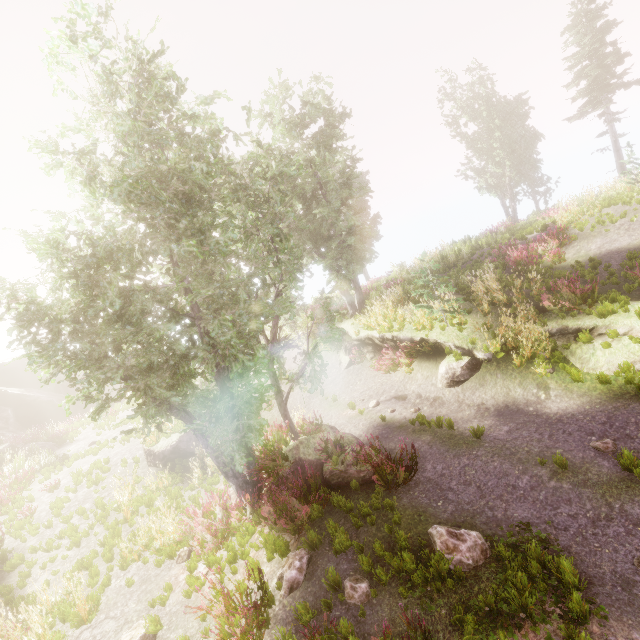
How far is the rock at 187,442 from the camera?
13.4 meters

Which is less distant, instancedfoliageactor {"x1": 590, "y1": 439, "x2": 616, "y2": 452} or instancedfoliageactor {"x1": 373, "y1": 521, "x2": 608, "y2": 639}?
instancedfoliageactor {"x1": 373, "y1": 521, "x2": 608, "y2": 639}

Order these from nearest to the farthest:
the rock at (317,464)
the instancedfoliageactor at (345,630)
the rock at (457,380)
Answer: the instancedfoliageactor at (345,630), the rock at (317,464), the rock at (457,380)

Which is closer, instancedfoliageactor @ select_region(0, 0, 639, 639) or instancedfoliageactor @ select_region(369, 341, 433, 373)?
instancedfoliageactor @ select_region(0, 0, 639, 639)

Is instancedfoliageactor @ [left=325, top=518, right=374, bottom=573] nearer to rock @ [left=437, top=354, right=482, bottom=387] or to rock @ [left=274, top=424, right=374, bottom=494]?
rock @ [left=274, top=424, right=374, bottom=494]

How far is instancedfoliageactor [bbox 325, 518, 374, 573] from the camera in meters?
6.2 m

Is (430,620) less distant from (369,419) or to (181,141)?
(369,419)

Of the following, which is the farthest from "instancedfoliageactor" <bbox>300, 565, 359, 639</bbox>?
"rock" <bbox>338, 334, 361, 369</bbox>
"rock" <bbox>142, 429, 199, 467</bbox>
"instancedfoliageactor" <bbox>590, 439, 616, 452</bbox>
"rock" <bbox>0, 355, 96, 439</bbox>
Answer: "instancedfoliageactor" <bbox>590, 439, 616, 452</bbox>
